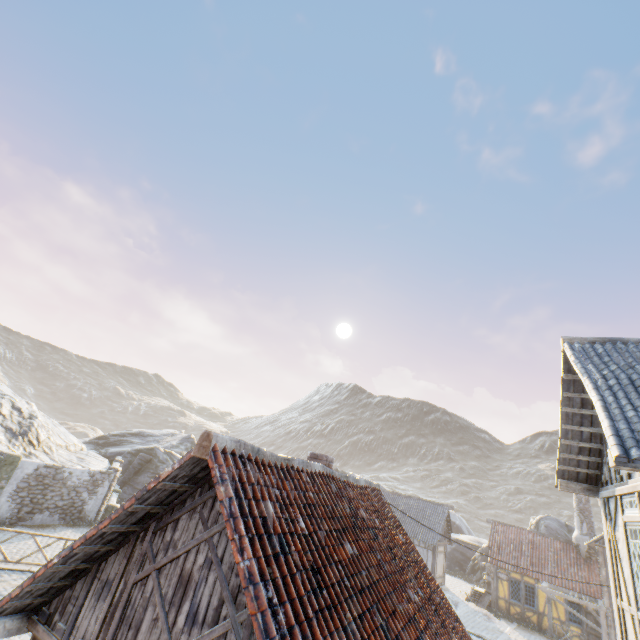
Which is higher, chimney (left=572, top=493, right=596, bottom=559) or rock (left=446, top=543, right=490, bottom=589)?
chimney (left=572, top=493, right=596, bottom=559)

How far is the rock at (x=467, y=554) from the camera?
31.22m

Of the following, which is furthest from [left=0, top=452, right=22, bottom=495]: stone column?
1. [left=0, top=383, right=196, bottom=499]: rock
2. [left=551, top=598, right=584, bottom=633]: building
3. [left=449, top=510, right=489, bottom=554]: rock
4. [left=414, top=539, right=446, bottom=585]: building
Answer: [left=551, top=598, right=584, bottom=633]: building

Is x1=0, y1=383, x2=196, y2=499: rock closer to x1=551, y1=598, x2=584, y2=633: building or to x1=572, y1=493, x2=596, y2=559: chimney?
x1=551, y1=598, x2=584, y2=633: building

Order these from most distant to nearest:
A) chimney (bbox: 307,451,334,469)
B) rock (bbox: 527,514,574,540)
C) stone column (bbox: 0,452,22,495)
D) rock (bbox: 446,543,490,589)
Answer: rock (bbox: 446,543,490,589) → rock (bbox: 527,514,574,540) → stone column (bbox: 0,452,22,495) → chimney (bbox: 307,451,334,469)

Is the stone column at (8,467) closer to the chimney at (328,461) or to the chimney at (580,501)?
the chimney at (328,461)

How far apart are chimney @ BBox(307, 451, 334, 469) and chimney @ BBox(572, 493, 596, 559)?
27.0 meters

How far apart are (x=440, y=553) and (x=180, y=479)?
31.6 meters
